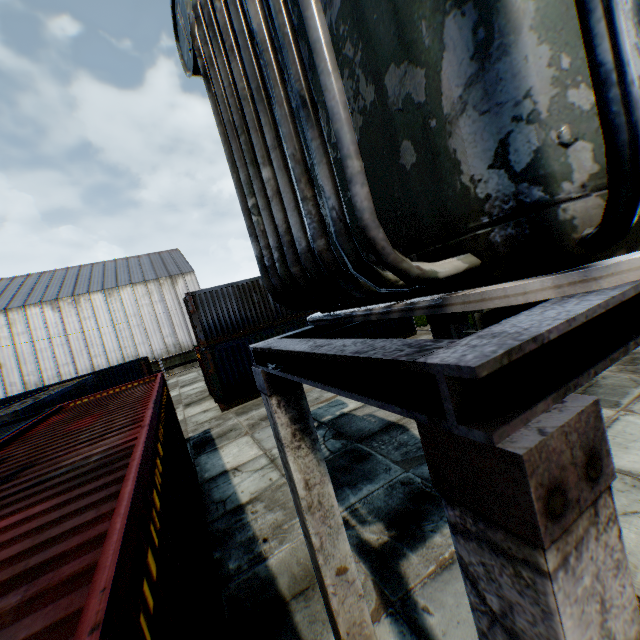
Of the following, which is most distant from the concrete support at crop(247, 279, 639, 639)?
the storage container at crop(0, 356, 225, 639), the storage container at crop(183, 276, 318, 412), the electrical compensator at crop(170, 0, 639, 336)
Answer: the storage container at crop(183, 276, 318, 412)

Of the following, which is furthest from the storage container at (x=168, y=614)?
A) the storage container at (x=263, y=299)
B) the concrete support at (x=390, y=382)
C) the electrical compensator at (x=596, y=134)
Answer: the storage container at (x=263, y=299)

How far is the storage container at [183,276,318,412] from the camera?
14.9 meters

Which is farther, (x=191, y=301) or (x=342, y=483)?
(x=191, y=301)

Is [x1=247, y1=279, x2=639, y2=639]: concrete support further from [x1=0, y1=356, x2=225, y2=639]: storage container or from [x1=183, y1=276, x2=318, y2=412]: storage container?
[x1=183, y1=276, x2=318, y2=412]: storage container

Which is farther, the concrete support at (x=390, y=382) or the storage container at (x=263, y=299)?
the storage container at (x=263, y=299)

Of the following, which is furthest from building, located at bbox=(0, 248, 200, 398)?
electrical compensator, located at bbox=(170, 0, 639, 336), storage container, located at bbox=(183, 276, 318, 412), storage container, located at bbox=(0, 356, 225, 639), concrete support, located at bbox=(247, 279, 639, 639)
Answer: concrete support, located at bbox=(247, 279, 639, 639)

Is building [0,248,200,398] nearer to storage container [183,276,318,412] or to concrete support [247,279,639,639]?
storage container [183,276,318,412]
